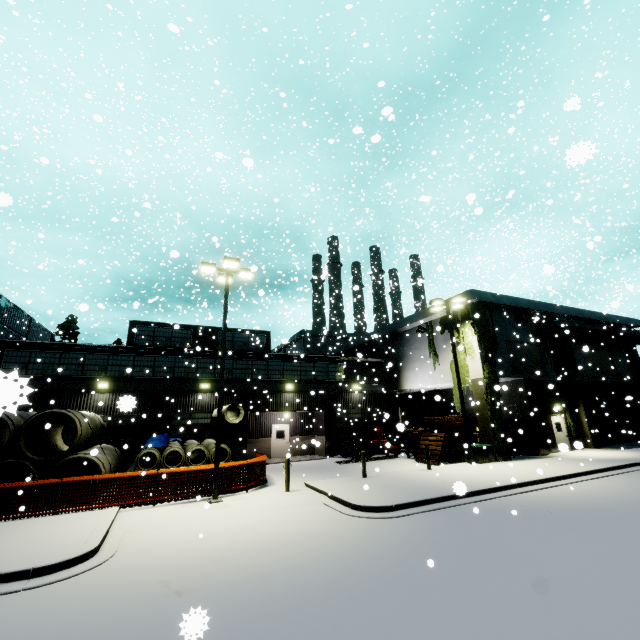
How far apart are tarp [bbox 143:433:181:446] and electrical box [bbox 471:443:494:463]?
16.7m

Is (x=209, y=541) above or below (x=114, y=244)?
below

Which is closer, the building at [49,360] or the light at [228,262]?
the light at [228,262]

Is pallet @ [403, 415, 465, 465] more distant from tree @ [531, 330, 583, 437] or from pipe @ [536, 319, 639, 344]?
pipe @ [536, 319, 639, 344]

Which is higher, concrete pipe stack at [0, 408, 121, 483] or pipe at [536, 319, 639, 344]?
pipe at [536, 319, 639, 344]

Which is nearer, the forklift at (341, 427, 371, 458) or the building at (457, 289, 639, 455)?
the building at (457, 289, 639, 455)

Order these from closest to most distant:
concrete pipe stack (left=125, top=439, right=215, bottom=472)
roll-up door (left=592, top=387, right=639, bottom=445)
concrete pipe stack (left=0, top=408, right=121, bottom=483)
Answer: concrete pipe stack (left=0, top=408, right=121, bottom=483)
concrete pipe stack (left=125, top=439, right=215, bottom=472)
roll-up door (left=592, top=387, right=639, bottom=445)

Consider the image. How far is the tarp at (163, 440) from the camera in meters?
15.5 m
